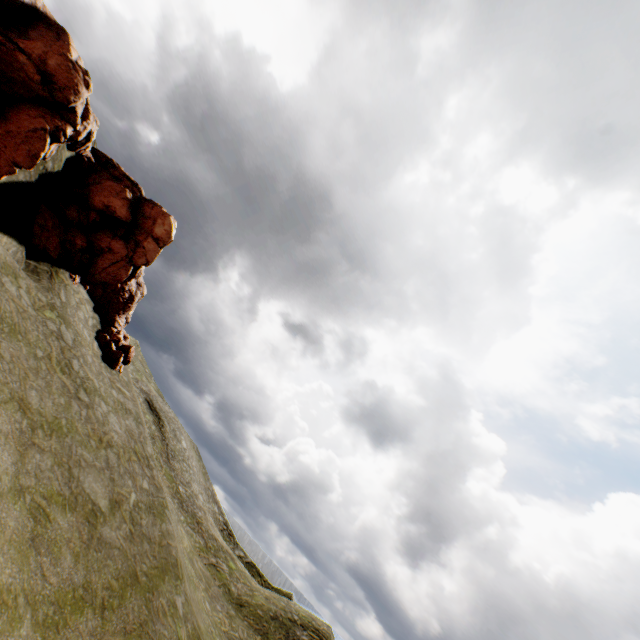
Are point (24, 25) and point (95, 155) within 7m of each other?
no
